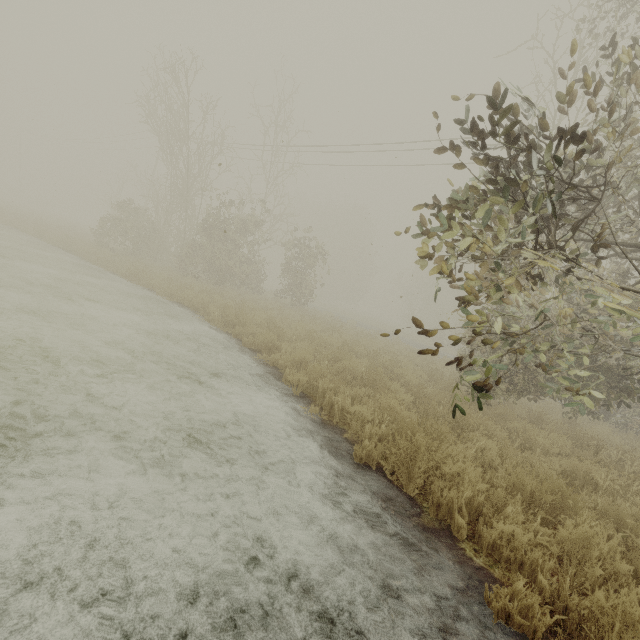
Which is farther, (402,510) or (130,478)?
(402,510)
